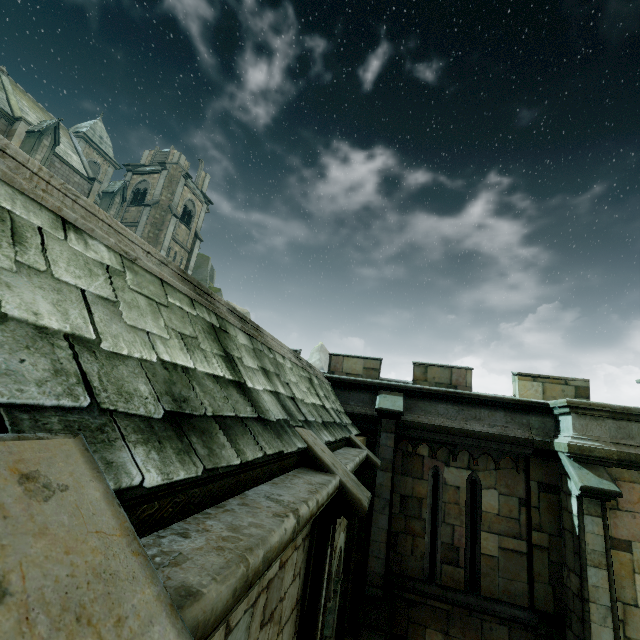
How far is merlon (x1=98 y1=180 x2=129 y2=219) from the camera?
26.6m

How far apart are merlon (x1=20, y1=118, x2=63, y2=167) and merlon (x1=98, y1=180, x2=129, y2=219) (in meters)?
4.63

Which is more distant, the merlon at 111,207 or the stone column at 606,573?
the merlon at 111,207

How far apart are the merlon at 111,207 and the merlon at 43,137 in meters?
4.6

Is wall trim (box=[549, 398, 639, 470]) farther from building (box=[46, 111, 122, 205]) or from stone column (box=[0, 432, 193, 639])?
building (box=[46, 111, 122, 205])

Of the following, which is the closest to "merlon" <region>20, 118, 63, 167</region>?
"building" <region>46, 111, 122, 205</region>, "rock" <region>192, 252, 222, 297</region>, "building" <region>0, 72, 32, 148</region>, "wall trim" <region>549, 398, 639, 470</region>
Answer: "building" <region>0, 72, 32, 148</region>

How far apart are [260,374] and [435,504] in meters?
11.0
